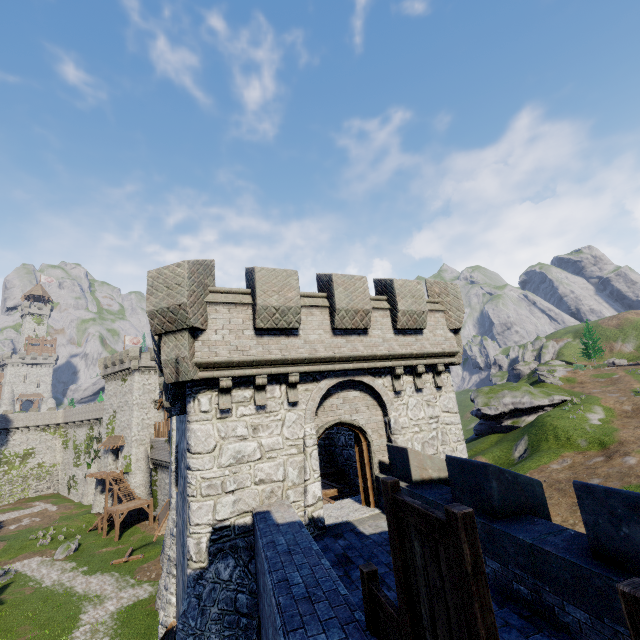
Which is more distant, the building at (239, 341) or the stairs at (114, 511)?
the stairs at (114, 511)

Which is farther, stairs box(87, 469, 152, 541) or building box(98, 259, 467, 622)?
stairs box(87, 469, 152, 541)

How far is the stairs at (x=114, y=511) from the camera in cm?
3703

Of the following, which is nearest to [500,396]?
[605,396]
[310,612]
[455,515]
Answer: [605,396]

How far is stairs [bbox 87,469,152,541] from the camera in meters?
37.0 m

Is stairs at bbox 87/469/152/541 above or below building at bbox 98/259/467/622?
below

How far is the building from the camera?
8.4 meters
